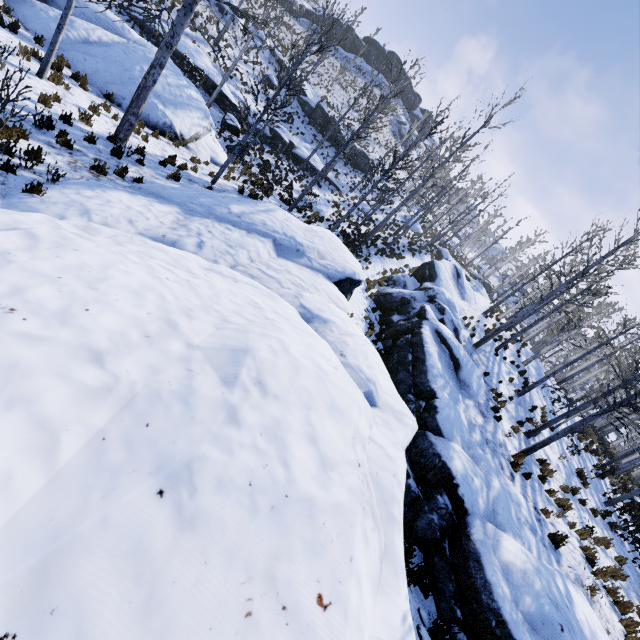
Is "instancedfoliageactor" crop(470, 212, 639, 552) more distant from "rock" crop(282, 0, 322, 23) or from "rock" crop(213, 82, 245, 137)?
"rock" crop(282, 0, 322, 23)

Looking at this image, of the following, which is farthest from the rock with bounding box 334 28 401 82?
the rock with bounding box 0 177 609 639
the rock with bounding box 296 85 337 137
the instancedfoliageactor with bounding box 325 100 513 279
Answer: the rock with bounding box 0 177 609 639

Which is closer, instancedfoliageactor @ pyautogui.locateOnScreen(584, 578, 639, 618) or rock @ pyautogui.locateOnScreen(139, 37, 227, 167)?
instancedfoliageactor @ pyautogui.locateOnScreen(584, 578, 639, 618)

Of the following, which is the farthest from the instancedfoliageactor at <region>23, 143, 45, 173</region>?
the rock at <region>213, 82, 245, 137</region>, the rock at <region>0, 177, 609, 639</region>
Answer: the rock at <region>213, 82, 245, 137</region>

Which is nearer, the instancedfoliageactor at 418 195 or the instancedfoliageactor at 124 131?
the instancedfoliageactor at 124 131

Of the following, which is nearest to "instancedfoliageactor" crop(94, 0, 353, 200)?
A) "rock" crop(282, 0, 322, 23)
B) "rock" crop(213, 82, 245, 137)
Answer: "rock" crop(213, 82, 245, 137)

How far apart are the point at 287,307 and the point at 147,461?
3.5m

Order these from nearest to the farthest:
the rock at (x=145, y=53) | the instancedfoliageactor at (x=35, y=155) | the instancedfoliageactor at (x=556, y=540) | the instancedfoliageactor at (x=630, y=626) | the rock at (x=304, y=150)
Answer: the instancedfoliageactor at (x=35, y=155), the instancedfoliageactor at (x=630, y=626), the instancedfoliageactor at (x=556, y=540), the rock at (x=145, y=53), the rock at (x=304, y=150)
